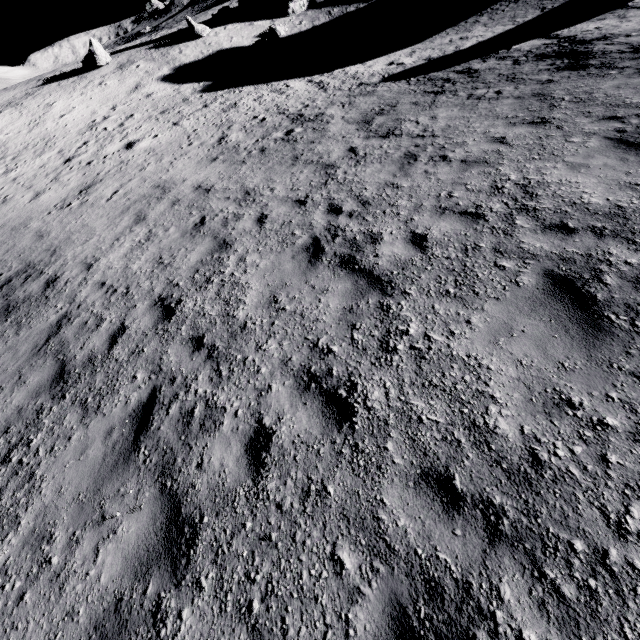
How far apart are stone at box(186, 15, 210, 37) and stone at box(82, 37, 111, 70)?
7.25m

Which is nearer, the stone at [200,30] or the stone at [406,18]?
the stone at [406,18]

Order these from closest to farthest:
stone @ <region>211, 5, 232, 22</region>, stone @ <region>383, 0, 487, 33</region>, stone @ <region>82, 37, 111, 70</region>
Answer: stone @ <region>383, 0, 487, 33</region> < stone @ <region>82, 37, 111, 70</region> < stone @ <region>211, 5, 232, 22</region>

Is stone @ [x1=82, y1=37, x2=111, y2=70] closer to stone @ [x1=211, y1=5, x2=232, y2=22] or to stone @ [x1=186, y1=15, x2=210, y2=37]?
stone @ [x1=186, y1=15, x2=210, y2=37]

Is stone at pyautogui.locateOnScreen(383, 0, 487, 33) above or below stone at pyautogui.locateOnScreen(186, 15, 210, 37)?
below

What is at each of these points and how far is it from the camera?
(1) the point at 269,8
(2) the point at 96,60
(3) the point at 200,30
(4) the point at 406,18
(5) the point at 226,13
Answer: (1) stone, 31.4m
(2) stone, 26.7m
(3) stone, 29.2m
(4) stone, 22.0m
(5) stone, 31.2m

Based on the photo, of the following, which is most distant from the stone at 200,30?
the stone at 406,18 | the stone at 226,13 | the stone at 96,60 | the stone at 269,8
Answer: the stone at 406,18

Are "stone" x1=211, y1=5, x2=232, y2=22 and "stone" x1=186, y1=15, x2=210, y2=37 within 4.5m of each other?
yes
